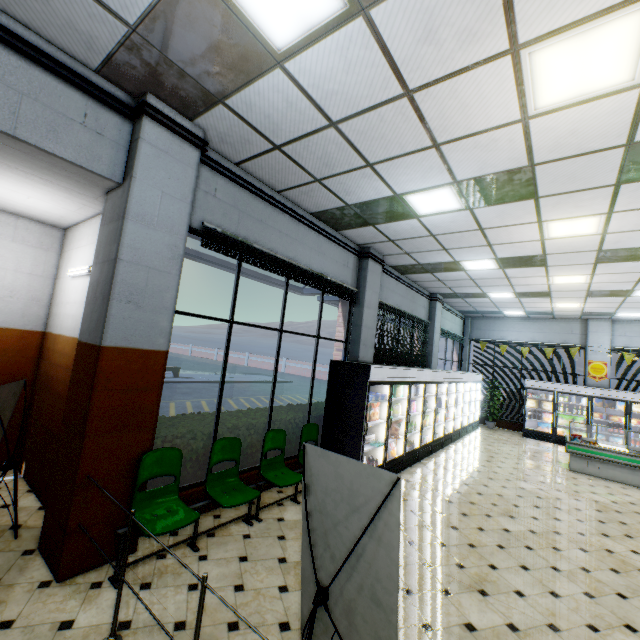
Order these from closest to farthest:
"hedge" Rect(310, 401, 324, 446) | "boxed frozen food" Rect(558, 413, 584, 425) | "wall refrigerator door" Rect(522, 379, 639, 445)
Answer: "hedge" Rect(310, 401, 324, 446)
"wall refrigerator door" Rect(522, 379, 639, 445)
"boxed frozen food" Rect(558, 413, 584, 425)

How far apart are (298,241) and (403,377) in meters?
3.7

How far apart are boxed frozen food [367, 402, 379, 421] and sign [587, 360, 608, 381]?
11.12m

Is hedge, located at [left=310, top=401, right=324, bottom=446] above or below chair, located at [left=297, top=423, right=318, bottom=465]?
above

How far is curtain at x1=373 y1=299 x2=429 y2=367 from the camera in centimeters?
833cm

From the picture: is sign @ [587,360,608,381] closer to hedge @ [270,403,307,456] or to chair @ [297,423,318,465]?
hedge @ [270,403,307,456]

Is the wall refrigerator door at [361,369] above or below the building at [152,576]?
above

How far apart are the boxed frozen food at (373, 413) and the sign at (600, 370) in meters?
11.1
